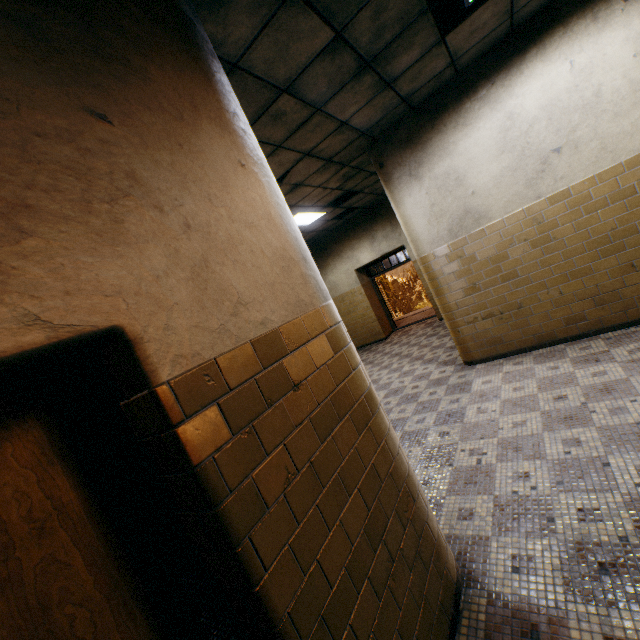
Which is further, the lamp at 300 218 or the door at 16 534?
the lamp at 300 218

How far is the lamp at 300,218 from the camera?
7.22m

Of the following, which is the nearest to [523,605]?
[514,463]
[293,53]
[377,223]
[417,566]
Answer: [417,566]

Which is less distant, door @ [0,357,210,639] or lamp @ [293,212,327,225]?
door @ [0,357,210,639]

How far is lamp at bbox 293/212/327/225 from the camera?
7.22m

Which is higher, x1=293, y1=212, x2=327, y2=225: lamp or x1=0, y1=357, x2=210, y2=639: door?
x1=293, y1=212, x2=327, y2=225: lamp
